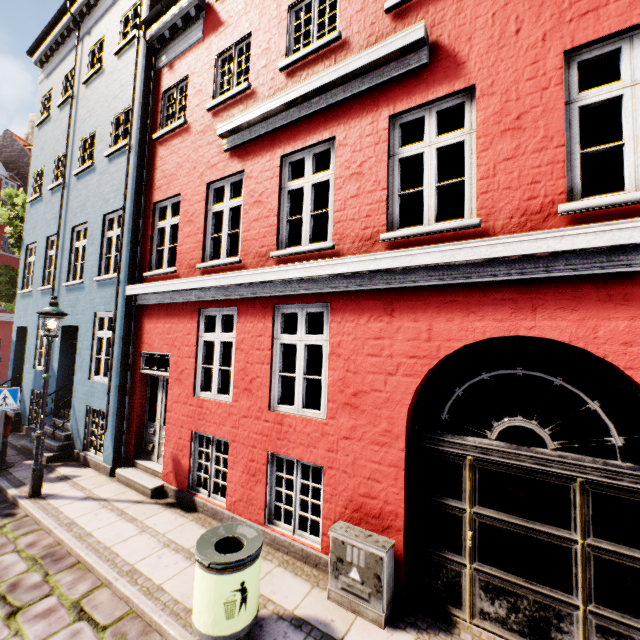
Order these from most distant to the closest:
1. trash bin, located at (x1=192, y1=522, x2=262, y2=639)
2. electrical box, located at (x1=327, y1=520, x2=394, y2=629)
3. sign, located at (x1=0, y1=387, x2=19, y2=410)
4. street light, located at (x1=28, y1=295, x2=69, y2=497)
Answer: sign, located at (x1=0, y1=387, x2=19, y2=410) < street light, located at (x1=28, y1=295, x2=69, y2=497) < electrical box, located at (x1=327, y1=520, x2=394, y2=629) < trash bin, located at (x1=192, y1=522, x2=262, y2=639)

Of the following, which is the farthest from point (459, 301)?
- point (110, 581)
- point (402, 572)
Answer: point (110, 581)

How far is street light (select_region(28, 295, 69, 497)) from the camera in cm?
635

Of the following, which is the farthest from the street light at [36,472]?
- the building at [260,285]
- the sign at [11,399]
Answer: the sign at [11,399]

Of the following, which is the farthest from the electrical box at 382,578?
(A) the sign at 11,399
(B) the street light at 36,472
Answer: (A) the sign at 11,399

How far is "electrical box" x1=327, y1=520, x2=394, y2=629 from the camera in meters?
3.7

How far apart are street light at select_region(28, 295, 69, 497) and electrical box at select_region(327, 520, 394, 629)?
6.1 meters

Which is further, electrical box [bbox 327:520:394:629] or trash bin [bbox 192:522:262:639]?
electrical box [bbox 327:520:394:629]
